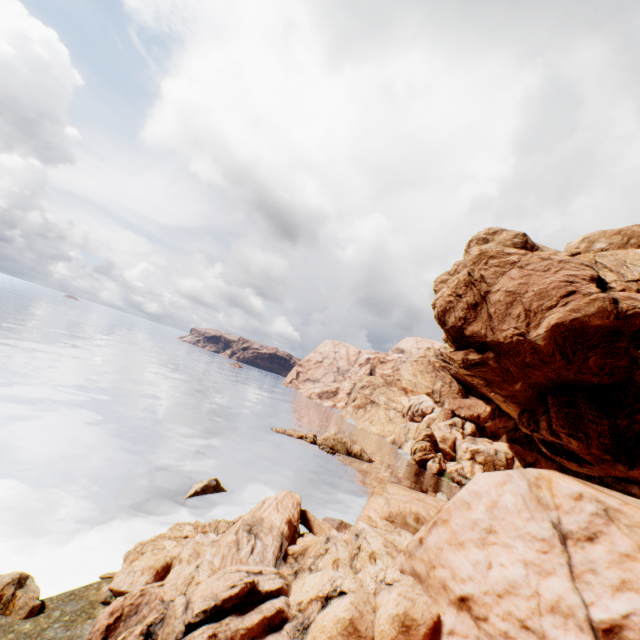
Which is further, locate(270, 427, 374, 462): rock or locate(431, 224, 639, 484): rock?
locate(270, 427, 374, 462): rock

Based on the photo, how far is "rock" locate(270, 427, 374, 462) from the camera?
51.2 meters

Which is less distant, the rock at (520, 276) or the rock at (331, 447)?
the rock at (520, 276)

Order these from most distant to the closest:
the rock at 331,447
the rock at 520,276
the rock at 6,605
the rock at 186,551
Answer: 1. the rock at 331,447
2. the rock at 520,276
3. the rock at 6,605
4. the rock at 186,551

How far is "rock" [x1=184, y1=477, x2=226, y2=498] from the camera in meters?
23.6 m

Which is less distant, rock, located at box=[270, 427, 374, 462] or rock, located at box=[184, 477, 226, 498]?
rock, located at box=[184, 477, 226, 498]

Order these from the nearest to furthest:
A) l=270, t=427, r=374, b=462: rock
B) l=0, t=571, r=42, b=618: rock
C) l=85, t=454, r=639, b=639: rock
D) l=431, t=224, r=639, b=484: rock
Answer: l=85, t=454, r=639, b=639: rock < l=0, t=571, r=42, b=618: rock < l=431, t=224, r=639, b=484: rock < l=270, t=427, r=374, b=462: rock

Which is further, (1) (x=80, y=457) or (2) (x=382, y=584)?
(1) (x=80, y=457)
